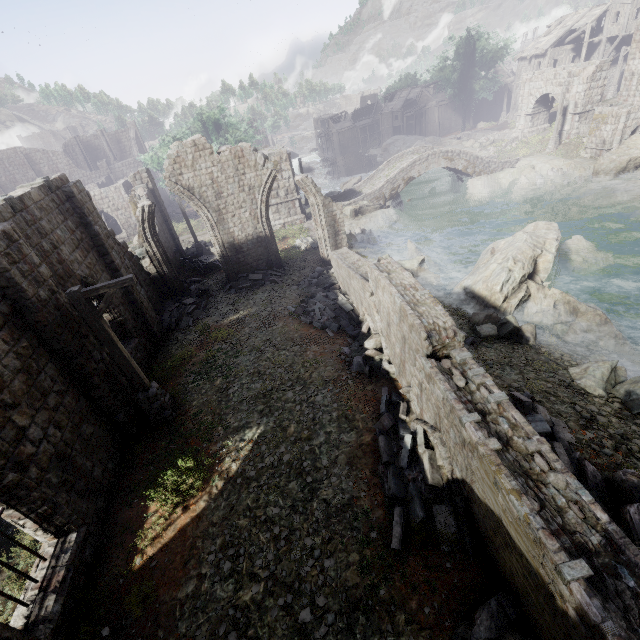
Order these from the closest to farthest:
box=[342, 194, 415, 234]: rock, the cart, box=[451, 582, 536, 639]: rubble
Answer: box=[451, 582, 536, 639]: rubble → the cart → box=[342, 194, 415, 234]: rock

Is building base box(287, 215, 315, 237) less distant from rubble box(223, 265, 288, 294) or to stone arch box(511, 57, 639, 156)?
stone arch box(511, 57, 639, 156)

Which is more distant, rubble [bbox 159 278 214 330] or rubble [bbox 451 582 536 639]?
rubble [bbox 159 278 214 330]

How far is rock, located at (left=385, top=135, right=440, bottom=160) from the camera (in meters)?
50.62

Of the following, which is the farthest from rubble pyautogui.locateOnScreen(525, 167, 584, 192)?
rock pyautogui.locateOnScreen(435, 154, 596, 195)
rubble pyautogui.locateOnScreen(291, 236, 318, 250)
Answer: rubble pyautogui.locateOnScreen(291, 236, 318, 250)

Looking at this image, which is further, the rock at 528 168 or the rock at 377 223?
the rock at 528 168

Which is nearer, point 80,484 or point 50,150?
point 80,484

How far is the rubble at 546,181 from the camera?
27.30m
